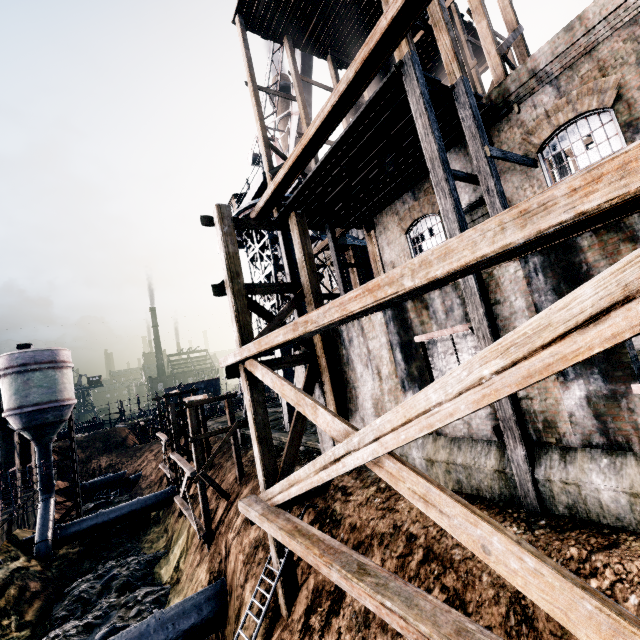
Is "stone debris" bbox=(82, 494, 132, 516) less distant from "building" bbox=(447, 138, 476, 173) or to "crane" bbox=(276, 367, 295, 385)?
"building" bbox=(447, 138, 476, 173)

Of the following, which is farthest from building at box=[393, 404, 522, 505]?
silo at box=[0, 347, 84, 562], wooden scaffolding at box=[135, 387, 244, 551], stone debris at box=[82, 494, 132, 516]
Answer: wooden scaffolding at box=[135, 387, 244, 551]

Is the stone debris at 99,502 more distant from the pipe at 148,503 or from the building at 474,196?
the building at 474,196

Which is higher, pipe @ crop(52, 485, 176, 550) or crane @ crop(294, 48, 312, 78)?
crane @ crop(294, 48, 312, 78)

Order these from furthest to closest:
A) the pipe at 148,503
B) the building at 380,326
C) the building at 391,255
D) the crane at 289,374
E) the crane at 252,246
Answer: the pipe at 148,503, the crane at 252,246, the crane at 289,374, the building at 391,255, the building at 380,326

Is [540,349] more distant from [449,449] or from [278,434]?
[278,434]

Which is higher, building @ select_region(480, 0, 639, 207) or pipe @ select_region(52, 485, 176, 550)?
building @ select_region(480, 0, 639, 207)

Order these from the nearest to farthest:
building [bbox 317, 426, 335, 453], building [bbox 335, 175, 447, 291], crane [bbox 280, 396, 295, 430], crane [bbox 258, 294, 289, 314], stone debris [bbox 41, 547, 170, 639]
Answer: building [bbox 317, 426, 335, 453]
building [bbox 335, 175, 447, 291]
stone debris [bbox 41, 547, 170, 639]
crane [bbox 280, 396, 295, 430]
crane [bbox 258, 294, 289, 314]
